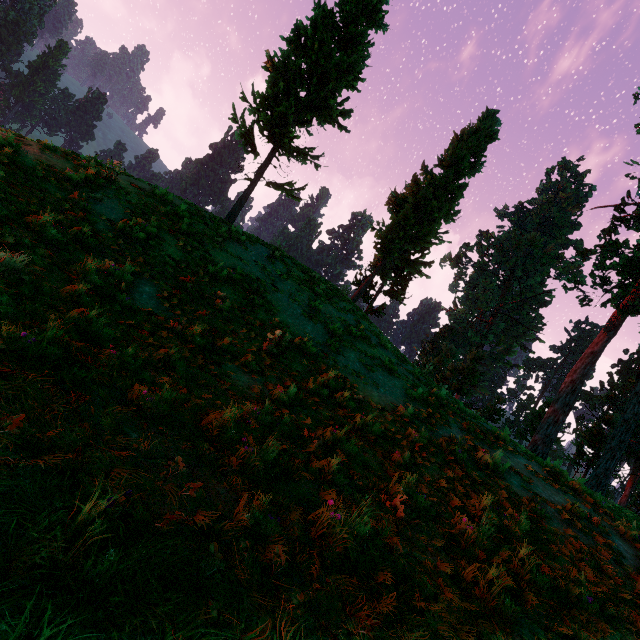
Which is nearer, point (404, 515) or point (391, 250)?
point (404, 515)

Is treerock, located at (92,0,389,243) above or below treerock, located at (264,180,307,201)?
above

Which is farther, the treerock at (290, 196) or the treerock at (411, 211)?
the treerock at (411, 211)

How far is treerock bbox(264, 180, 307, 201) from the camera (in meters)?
16.27

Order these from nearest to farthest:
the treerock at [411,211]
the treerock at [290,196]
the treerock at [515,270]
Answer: the treerock at [290,196] < the treerock at [411,211] < the treerock at [515,270]

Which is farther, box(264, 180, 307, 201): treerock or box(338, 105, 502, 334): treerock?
box(338, 105, 502, 334): treerock
